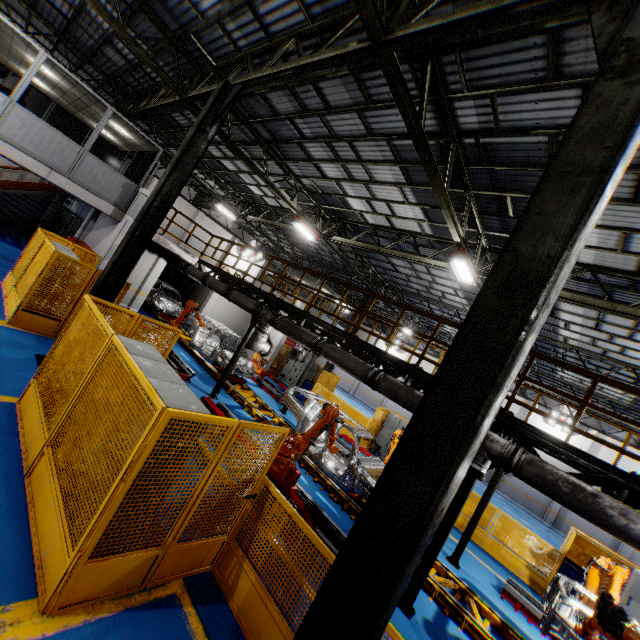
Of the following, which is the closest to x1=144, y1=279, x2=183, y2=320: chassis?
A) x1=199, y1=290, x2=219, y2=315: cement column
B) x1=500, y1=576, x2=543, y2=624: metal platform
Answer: x1=199, y1=290, x2=219, y2=315: cement column

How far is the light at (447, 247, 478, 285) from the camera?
9.3 meters

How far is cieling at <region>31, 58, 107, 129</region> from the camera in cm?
1094

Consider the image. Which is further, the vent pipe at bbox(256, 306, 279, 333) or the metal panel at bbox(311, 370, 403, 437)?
the metal panel at bbox(311, 370, 403, 437)

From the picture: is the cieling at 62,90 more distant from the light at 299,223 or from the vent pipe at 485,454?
the light at 299,223

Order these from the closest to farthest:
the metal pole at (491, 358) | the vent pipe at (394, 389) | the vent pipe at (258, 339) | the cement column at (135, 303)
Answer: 1. the metal pole at (491, 358)
2. the vent pipe at (394, 389)
3. the vent pipe at (258, 339)
4. the cement column at (135, 303)

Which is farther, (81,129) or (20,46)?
(81,129)

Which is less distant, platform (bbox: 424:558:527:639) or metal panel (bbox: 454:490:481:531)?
platform (bbox: 424:558:527:639)
